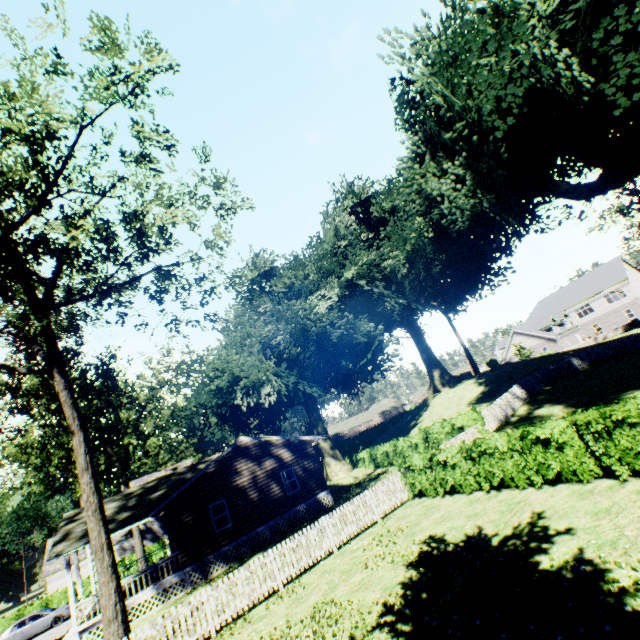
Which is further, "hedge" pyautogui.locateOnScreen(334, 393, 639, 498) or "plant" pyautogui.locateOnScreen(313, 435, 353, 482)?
"plant" pyautogui.locateOnScreen(313, 435, 353, 482)

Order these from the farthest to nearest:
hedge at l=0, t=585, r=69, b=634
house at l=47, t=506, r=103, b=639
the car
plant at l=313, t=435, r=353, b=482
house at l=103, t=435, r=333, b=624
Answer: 1. plant at l=313, t=435, r=353, b=482
2. hedge at l=0, t=585, r=69, b=634
3. the car
4. house at l=103, t=435, r=333, b=624
5. house at l=47, t=506, r=103, b=639

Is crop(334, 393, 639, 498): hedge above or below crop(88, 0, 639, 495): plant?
below

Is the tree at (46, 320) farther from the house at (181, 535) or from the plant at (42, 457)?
the house at (181, 535)

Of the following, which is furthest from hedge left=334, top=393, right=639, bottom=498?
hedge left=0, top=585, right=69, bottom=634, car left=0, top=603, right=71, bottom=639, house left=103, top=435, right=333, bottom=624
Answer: hedge left=0, top=585, right=69, bottom=634

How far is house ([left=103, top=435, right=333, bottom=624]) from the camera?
18.3 meters

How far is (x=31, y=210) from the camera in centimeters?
1186cm

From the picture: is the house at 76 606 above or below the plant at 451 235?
below
